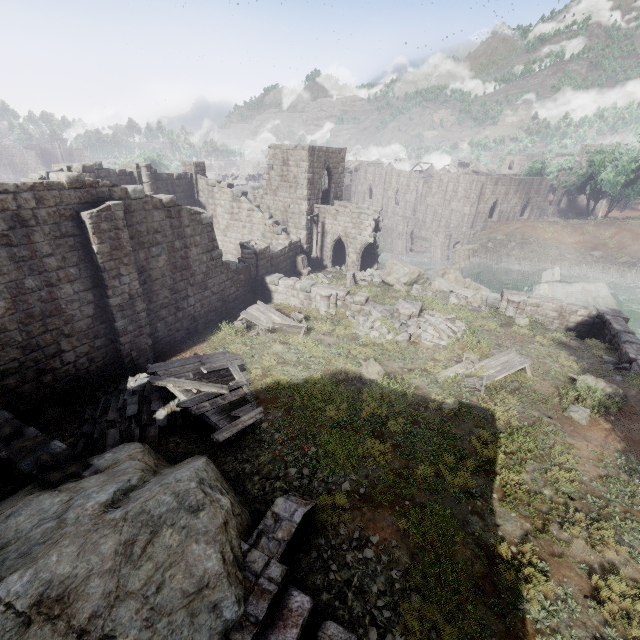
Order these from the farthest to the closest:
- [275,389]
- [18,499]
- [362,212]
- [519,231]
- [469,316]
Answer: [519,231] < [362,212] < [469,316] < [275,389] < [18,499]

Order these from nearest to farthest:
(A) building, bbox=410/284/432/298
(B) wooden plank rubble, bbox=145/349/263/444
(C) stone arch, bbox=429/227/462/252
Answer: (B) wooden plank rubble, bbox=145/349/263/444
(A) building, bbox=410/284/432/298
(C) stone arch, bbox=429/227/462/252

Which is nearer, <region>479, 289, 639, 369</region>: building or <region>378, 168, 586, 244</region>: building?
<region>479, 289, 639, 369</region>: building

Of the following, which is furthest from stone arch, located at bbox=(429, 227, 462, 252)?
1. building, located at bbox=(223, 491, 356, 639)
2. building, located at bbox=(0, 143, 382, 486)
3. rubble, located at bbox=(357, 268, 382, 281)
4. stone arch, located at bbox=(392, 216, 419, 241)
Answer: building, located at bbox=(223, 491, 356, 639)

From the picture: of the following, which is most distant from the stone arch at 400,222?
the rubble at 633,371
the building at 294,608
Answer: the building at 294,608

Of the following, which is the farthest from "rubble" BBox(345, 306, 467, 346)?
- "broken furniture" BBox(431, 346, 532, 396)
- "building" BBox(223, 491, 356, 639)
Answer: "building" BBox(223, 491, 356, 639)

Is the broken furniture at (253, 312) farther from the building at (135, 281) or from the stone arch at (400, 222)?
the stone arch at (400, 222)

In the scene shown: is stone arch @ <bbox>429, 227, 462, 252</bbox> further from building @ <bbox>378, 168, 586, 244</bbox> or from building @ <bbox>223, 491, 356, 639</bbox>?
building @ <bbox>223, 491, 356, 639</bbox>
